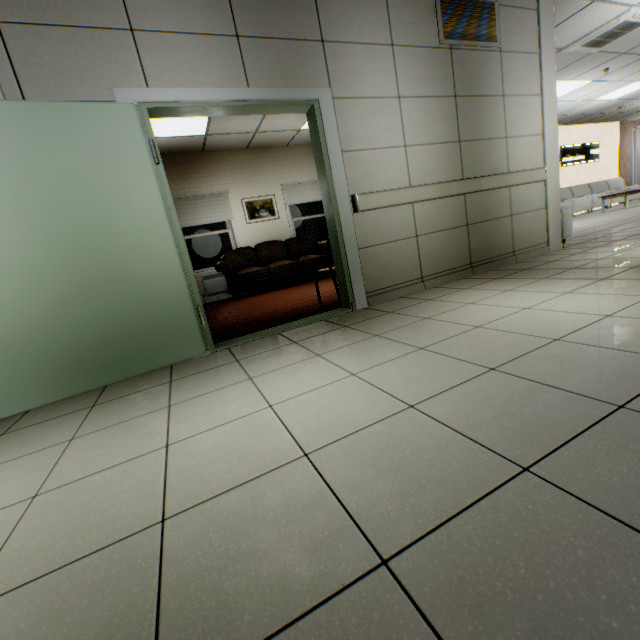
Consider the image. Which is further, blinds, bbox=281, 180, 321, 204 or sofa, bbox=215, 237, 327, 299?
blinds, bbox=281, 180, 321, 204

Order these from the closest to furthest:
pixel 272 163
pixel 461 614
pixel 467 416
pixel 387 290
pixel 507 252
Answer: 1. pixel 461 614
2. pixel 467 416
3. pixel 387 290
4. pixel 507 252
5. pixel 272 163

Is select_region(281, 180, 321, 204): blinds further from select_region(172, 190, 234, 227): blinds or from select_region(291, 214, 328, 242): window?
select_region(172, 190, 234, 227): blinds

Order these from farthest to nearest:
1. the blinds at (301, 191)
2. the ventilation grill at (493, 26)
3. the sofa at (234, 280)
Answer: the blinds at (301, 191) → the sofa at (234, 280) → the ventilation grill at (493, 26)

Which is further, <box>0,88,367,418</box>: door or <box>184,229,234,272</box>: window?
<box>184,229,234,272</box>: window

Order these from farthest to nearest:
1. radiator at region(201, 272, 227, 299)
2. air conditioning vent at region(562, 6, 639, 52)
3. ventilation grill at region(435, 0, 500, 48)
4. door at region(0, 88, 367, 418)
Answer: radiator at region(201, 272, 227, 299) → air conditioning vent at region(562, 6, 639, 52) → ventilation grill at region(435, 0, 500, 48) → door at region(0, 88, 367, 418)

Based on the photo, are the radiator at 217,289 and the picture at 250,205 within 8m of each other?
yes

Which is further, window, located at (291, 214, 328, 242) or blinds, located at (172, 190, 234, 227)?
window, located at (291, 214, 328, 242)
